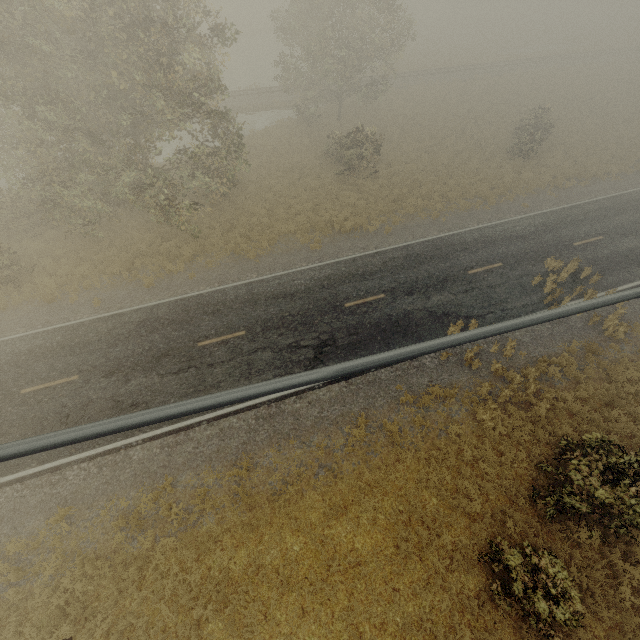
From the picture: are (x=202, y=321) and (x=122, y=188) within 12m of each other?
yes
